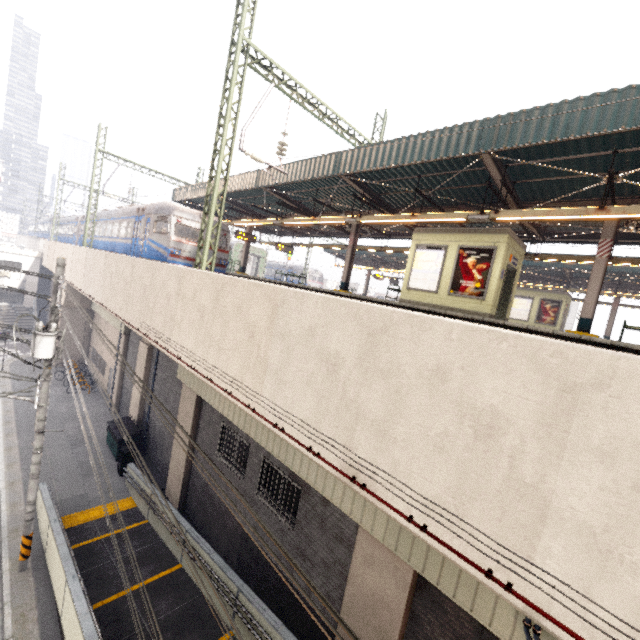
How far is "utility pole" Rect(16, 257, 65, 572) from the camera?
8.7m

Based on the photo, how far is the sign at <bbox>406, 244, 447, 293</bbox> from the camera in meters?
11.7

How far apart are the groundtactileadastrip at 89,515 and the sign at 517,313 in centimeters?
2491cm

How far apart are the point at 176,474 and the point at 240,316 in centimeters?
983cm

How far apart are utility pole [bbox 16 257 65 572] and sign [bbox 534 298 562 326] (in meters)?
25.72

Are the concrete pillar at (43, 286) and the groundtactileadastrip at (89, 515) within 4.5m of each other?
no

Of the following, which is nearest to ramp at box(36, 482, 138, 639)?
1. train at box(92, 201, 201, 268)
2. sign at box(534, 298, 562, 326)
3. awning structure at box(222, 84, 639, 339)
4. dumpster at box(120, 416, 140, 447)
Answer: dumpster at box(120, 416, 140, 447)

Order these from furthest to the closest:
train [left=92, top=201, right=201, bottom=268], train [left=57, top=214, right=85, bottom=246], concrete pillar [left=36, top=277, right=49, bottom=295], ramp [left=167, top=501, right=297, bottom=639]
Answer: concrete pillar [left=36, top=277, right=49, bottom=295] < train [left=57, top=214, right=85, bottom=246] < train [left=92, top=201, right=201, bottom=268] < ramp [left=167, top=501, right=297, bottom=639]
